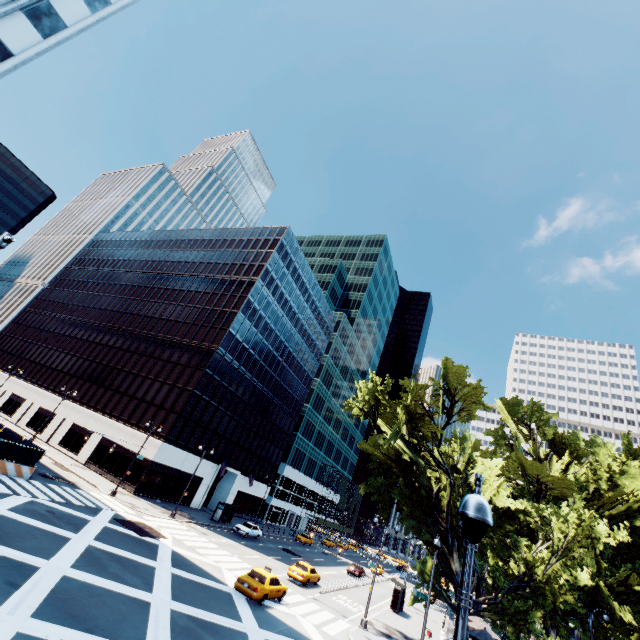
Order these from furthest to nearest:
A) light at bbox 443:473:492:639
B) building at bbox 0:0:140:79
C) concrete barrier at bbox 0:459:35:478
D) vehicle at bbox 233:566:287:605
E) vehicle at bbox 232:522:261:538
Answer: vehicle at bbox 232:522:261:538, concrete barrier at bbox 0:459:35:478, building at bbox 0:0:140:79, vehicle at bbox 233:566:287:605, light at bbox 443:473:492:639

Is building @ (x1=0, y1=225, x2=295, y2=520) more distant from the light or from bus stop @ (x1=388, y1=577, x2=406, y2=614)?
the light

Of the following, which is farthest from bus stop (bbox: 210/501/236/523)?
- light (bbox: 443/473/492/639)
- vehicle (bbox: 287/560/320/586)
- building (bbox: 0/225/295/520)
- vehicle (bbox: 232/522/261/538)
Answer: light (bbox: 443/473/492/639)

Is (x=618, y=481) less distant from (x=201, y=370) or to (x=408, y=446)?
(x=408, y=446)

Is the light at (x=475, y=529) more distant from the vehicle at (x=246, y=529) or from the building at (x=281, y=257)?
the building at (x=281, y=257)

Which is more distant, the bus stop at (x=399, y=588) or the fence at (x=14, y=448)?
the bus stop at (x=399, y=588)

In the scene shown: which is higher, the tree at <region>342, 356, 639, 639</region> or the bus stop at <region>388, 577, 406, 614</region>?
the tree at <region>342, 356, 639, 639</region>

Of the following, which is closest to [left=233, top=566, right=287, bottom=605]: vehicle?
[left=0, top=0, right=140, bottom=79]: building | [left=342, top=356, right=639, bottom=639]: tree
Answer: [left=342, top=356, right=639, bottom=639]: tree
